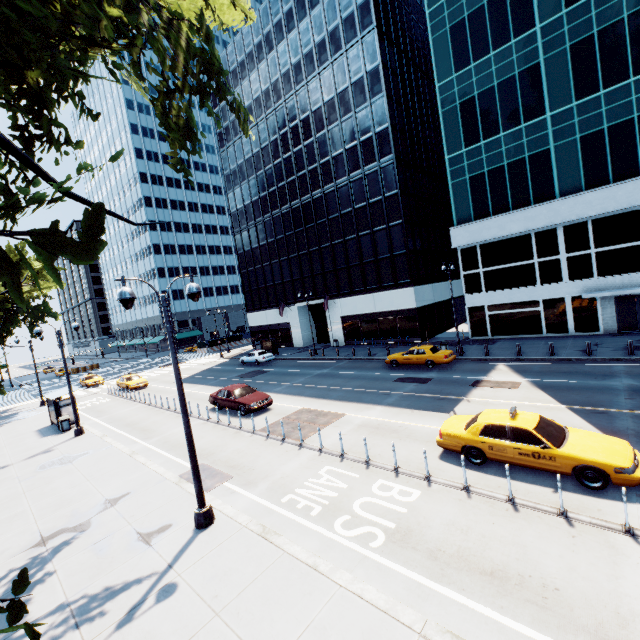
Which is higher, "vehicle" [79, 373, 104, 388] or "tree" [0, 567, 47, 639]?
"tree" [0, 567, 47, 639]

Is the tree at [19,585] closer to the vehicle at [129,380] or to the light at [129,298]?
the light at [129,298]

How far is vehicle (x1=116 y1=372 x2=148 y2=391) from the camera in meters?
33.4 m

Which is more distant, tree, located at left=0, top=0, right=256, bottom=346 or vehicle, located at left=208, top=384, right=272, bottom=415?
vehicle, located at left=208, top=384, right=272, bottom=415

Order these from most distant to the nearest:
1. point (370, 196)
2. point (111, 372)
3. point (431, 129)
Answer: point (111, 372), point (431, 129), point (370, 196)

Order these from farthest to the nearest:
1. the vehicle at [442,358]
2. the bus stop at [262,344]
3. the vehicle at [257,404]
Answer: the bus stop at [262,344], the vehicle at [442,358], the vehicle at [257,404]

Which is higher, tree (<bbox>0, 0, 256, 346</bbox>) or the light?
tree (<bbox>0, 0, 256, 346</bbox>)

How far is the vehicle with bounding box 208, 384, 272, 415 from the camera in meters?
19.3
